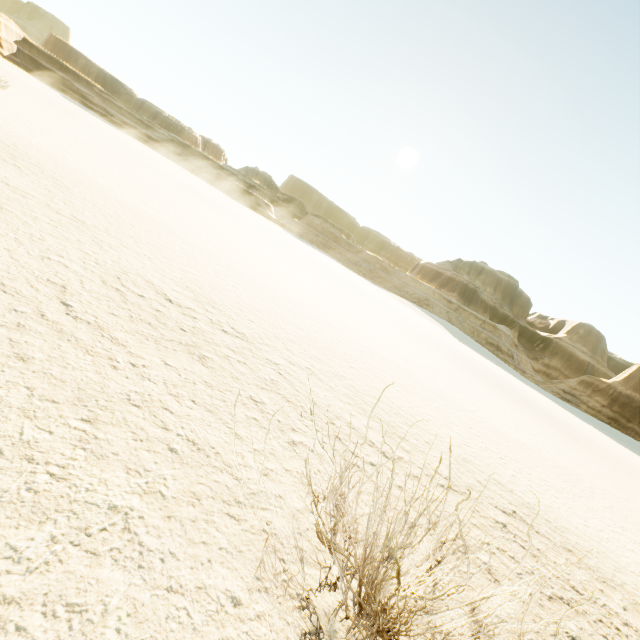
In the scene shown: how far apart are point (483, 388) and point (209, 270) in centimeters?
1466cm
